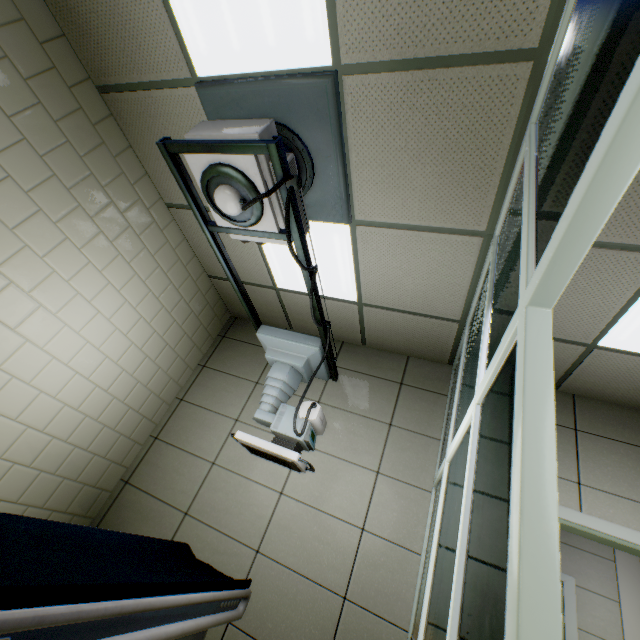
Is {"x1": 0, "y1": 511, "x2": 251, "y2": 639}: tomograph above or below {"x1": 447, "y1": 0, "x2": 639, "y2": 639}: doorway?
below

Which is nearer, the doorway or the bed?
the doorway

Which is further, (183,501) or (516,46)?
(183,501)

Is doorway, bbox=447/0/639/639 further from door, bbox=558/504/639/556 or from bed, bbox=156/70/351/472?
door, bbox=558/504/639/556

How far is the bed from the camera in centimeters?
178cm

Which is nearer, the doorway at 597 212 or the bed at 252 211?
the doorway at 597 212

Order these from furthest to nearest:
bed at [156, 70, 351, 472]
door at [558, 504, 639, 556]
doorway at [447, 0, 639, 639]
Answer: door at [558, 504, 639, 556], bed at [156, 70, 351, 472], doorway at [447, 0, 639, 639]

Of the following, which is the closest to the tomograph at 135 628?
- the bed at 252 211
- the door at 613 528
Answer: the bed at 252 211
